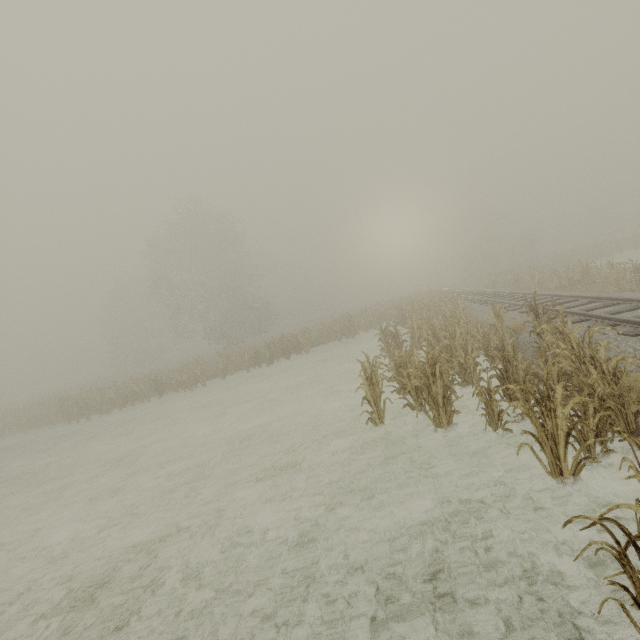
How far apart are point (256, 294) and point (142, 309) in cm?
2201
